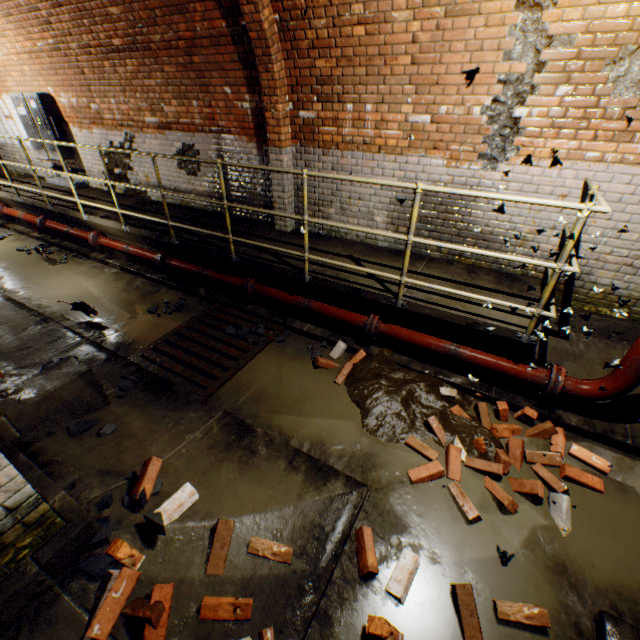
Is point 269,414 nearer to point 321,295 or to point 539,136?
point 321,295

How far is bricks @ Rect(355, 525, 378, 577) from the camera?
2.3 meters

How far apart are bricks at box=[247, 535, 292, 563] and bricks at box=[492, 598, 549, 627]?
1.4 meters

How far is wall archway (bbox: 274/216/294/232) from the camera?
5.4m

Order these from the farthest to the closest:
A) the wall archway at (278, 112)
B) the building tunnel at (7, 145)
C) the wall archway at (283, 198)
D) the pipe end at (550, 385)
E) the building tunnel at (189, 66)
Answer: the building tunnel at (7, 145)
the wall archway at (283, 198)
the building tunnel at (189, 66)
the wall archway at (278, 112)
the pipe end at (550, 385)

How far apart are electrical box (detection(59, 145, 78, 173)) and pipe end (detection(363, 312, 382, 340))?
8.21m

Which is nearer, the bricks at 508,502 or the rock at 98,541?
the rock at 98,541

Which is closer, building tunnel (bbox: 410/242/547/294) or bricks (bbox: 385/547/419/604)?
bricks (bbox: 385/547/419/604)
